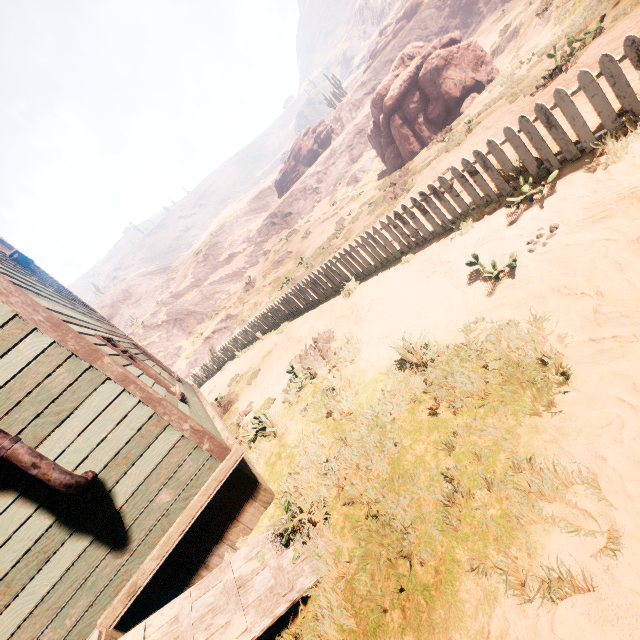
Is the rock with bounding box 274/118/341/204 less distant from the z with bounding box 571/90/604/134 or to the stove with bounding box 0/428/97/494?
the z with bounding box 571/90/604/134

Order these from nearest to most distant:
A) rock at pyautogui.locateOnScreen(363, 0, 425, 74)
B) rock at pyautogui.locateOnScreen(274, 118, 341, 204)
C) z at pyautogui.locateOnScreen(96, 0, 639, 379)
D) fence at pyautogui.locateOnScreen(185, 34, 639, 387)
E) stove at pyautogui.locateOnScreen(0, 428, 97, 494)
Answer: stove at pyautogui.locateOnScreen(0, 428, 97, 494)
fence at pyautogui.locateOnScreen(185, 34, 639, 387)
z at pyautogui.locateOnScreen(96, 0, 639, 379)
rock at pyautogui.locateOnScreen(363, 0, 425, 74)
rock at pyautogui.locateOnScreen(274, 118, 341, 204)

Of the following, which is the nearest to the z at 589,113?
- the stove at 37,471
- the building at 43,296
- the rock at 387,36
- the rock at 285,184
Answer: the building at 43,296

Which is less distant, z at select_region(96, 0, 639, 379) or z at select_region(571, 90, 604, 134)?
z at select_region(571, 90, 604, 134)

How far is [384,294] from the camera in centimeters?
688cm

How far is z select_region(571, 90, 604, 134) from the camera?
4.7m

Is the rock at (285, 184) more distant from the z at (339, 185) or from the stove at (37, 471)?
the stove at (37, 471)

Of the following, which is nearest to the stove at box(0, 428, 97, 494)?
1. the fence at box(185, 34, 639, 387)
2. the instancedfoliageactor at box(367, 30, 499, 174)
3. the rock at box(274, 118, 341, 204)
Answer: the fence at box(185, 34, 639, 387)
